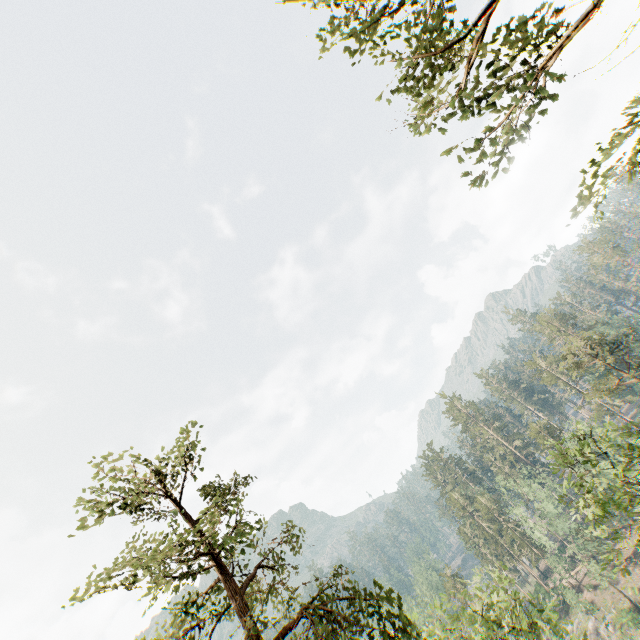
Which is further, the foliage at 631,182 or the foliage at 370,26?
the foliage at 370,26

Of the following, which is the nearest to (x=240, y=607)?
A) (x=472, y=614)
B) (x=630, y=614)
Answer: (x=472, y=614)

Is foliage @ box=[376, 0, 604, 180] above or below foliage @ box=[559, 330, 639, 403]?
above

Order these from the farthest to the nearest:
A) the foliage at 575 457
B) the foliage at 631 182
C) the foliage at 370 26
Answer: the foliage at 575 457, the foliage at 370 26, the foliage at 631 182

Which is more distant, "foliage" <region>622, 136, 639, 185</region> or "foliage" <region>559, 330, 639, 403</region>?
"foliage" <region>559, 330, 639, 403</region>
